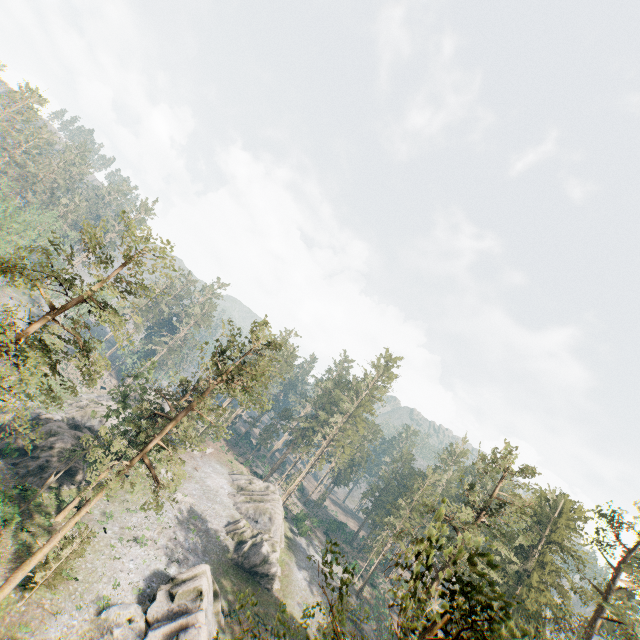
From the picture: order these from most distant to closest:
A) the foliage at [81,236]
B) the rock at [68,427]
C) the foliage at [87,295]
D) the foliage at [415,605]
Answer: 1. the rock at [68,427]
2. the foliage at [81,236]
3. the foliage at [87,295]
4. the foliage at [415,605]

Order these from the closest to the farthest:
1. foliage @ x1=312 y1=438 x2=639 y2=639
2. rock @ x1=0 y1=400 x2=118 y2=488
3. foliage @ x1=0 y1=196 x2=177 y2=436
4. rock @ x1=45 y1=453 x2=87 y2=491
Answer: foliage @ x1=312 y1=438 x2=639 y2=639 → foliage @ x1=0 y1=196 x2=177 y2=436 → rock @ x1=0 y1=400 x2=118 y2=488 → rock @ x1=45 y1=453 x2=87 y2=491

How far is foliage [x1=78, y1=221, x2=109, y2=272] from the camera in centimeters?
1910cm

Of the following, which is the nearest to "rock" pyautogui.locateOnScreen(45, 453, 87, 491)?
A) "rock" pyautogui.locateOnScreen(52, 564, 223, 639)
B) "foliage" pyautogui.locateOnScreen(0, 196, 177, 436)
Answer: "foliage" pyautogui.locateOnScreen(0, 196, 177, 436)

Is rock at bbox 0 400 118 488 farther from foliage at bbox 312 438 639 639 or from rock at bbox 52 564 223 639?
rock at bbox 52 564 223 639

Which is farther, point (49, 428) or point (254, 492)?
point (254, 492)

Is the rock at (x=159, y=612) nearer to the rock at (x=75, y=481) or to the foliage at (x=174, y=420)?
the foliage at (x=174, y=420)
